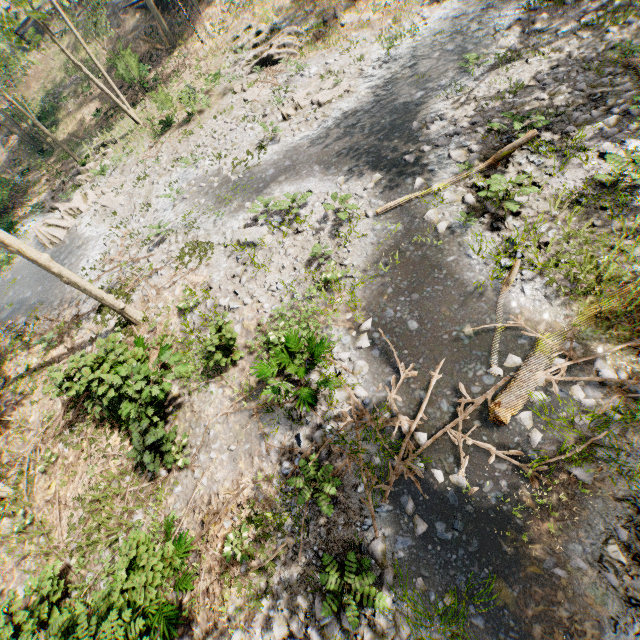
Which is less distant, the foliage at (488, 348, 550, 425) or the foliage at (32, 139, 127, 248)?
the foliage at (488, 348, 550, 425)

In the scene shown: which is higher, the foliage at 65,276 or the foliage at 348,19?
the foliage at 65,276

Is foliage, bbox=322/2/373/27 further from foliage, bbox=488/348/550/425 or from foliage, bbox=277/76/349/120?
foliage, bbox=277/76/349/120

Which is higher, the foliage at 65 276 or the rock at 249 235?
the foliage at 65 276

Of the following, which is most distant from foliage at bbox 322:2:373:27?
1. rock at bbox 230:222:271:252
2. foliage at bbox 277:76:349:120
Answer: rock at bbox 230:222:271:252

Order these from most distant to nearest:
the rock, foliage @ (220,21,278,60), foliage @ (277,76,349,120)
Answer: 1. foliage @ (220,21,278,60)
2. foliage @ (277,76,349,120)
3. the rock

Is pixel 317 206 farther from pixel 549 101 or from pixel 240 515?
pixel 240 515

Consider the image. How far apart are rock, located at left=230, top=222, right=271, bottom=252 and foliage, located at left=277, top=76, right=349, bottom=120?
6.26m
